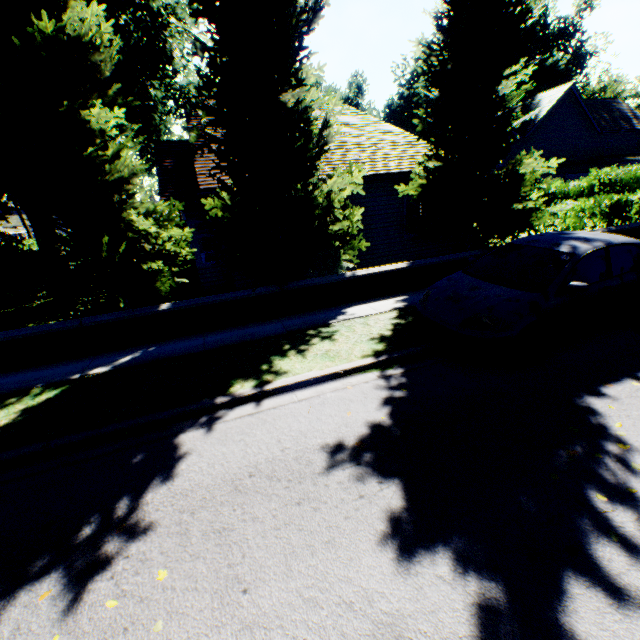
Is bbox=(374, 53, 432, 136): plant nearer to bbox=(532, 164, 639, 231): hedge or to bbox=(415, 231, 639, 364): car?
bbox=(532, 164, 639, 231): hedge

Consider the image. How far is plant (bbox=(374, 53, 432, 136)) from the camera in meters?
48.3 m

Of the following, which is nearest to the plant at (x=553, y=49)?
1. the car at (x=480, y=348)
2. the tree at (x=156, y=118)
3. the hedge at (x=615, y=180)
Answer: the tree at (x=156, y=118)

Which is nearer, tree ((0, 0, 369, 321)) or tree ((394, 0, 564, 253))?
tree ((0, 0, 369, 321))

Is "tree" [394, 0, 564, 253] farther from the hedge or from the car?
the car

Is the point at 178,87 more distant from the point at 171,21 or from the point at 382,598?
the point at 382,598

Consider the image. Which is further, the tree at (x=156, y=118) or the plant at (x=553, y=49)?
the plant at (x=553, y=49)
